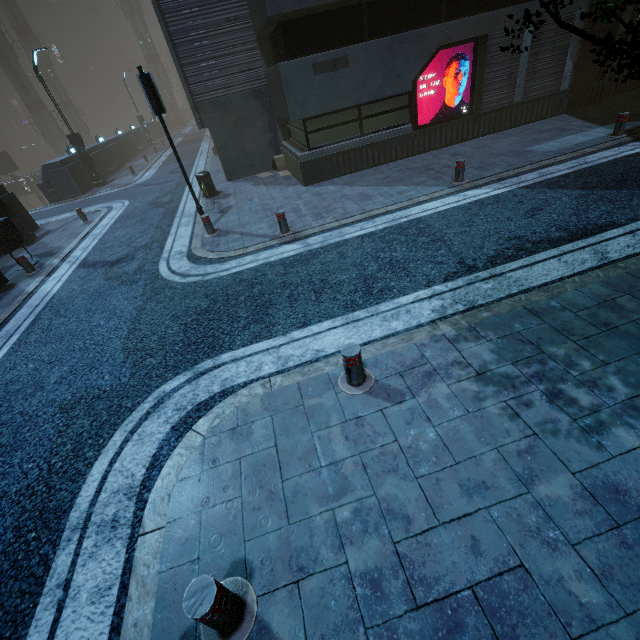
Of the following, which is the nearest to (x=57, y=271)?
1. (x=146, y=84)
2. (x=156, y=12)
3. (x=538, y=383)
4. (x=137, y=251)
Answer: (x=137, y=251)

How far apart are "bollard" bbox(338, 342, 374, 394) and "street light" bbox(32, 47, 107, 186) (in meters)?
23.92

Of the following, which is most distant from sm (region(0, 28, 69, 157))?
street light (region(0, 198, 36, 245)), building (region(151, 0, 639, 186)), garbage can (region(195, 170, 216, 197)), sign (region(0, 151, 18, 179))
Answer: garbage can (region(195, 170, 216, 197))

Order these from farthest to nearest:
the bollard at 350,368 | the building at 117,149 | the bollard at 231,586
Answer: the building at 117,149
the bollard at 350,368
the bollard at 231,586

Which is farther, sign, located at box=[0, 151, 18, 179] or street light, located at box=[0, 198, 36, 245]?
sign, located at box=[0, 151, 18, 179]

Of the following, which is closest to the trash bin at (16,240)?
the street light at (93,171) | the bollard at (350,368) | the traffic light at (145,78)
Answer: the traffic light at (145,78)

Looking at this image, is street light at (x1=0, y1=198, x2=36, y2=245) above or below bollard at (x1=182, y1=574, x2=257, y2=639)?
above

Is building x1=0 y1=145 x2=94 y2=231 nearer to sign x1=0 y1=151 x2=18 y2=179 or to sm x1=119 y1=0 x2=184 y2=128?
sm x1=119 y1=0 x2=184 y2=128
